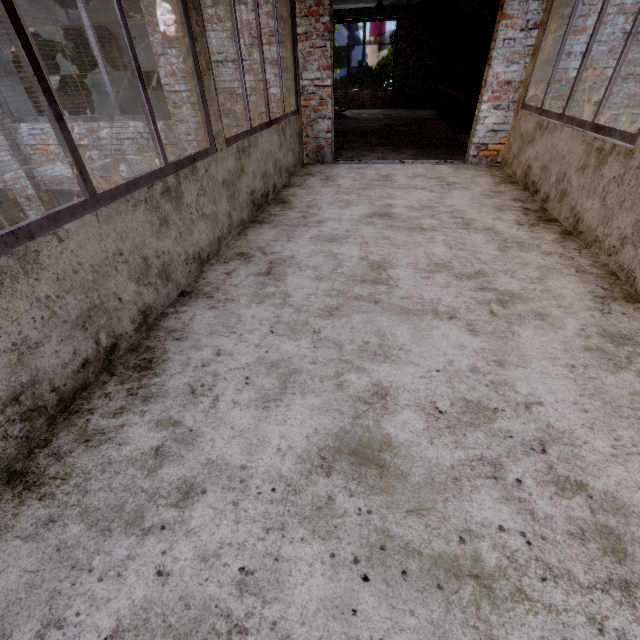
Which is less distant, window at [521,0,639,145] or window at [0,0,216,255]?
window at [0,0,216,255]

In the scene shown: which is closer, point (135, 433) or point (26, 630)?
point (26, 630)

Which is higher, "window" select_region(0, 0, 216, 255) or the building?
"window" select_region(0, 0, 216, 255)

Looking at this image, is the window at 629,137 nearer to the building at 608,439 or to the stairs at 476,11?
the building at 608,439

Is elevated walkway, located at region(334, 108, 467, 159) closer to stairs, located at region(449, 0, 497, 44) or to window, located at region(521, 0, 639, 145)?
stairs, located at region(449, 0, 497, 44)

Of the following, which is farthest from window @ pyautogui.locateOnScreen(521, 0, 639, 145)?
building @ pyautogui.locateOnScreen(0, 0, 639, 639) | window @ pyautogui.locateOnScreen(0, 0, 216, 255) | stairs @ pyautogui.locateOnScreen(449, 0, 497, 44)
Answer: window @ pyautogui.locateOnScreen(0, 0, 216, 255)

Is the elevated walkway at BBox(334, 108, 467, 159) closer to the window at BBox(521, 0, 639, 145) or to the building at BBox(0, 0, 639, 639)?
the building at BBox(0, 0, 639, 639)

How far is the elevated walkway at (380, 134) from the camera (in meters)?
6.31
